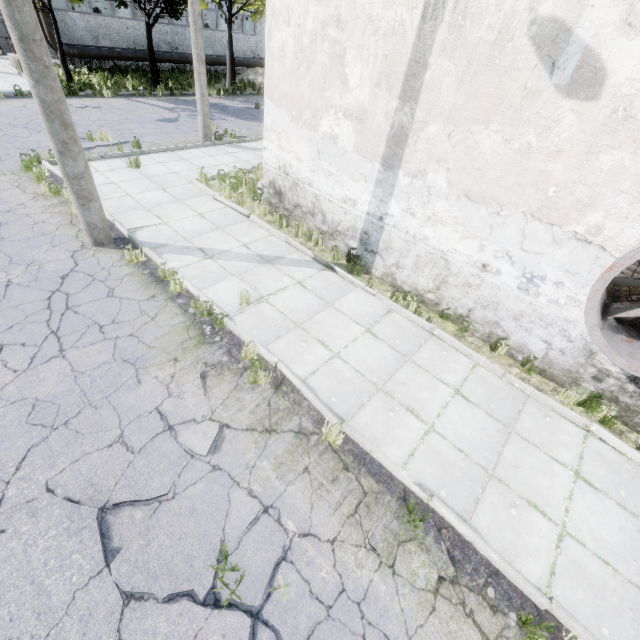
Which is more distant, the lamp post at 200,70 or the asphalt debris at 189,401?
the lamp post at 200,70

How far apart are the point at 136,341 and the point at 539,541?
6.6m

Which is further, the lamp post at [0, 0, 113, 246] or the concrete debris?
the concrete debris

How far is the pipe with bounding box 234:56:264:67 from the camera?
26.61m

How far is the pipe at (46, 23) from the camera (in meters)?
17.78

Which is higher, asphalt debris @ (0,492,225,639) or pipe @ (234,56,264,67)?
pipe @ (234,56,264,67)

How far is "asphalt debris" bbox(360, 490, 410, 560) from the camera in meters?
3.8

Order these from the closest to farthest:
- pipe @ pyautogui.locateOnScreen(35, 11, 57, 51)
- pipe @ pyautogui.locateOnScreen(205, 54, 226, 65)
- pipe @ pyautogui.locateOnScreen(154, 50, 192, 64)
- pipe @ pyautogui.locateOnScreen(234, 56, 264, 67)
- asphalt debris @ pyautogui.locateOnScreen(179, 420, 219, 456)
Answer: asphalt debris @ pyautogui.locateOnScreen(179, 420, 219, 456), pipe @ pyautogui.locateOnScreen(35, 11, 57, 51), pipe @ pyautogui.locateOnScreen(154, 50, 192, 64), pipe @ pyautogui.locateOnScreen(205, 54, 226, 65), pipe @ pyautogui.locateOnScreen(234, 56, 264, 67)
